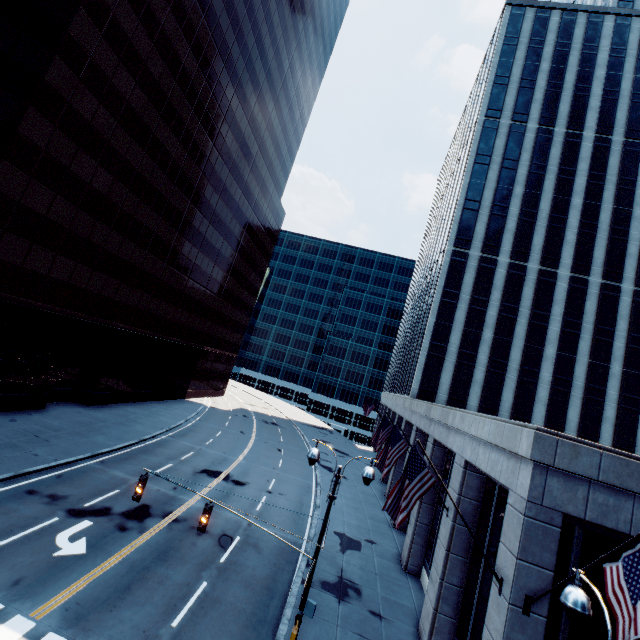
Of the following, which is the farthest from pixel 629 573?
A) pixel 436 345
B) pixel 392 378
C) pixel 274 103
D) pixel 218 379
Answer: pixel 274 103

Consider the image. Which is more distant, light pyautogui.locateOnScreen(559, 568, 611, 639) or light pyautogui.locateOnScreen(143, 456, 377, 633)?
light pyautogui.locateOnScreen(143, 456, 377, 633)

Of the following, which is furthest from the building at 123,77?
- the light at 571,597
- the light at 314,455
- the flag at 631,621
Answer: the flag at 631,621

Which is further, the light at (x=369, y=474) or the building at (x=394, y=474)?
the building at (x=394, y=474)

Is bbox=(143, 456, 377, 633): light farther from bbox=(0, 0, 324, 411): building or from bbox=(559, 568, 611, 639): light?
bbox=(0, 0, 324, 411): building

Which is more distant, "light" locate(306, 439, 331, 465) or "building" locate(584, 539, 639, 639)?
"light" locate(306, 439, 331, 465)

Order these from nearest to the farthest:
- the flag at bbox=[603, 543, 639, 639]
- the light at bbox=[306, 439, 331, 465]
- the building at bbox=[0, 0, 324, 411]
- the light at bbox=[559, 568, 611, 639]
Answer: the light at bbox=[559, 568, 611, 639], the flag at bbox=[603, 543, 639, 639], the light at bbox=[306, 439, 331, 465], the building at bbox=[0, 0, 324, 411]

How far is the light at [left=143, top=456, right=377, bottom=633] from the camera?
9.7m
